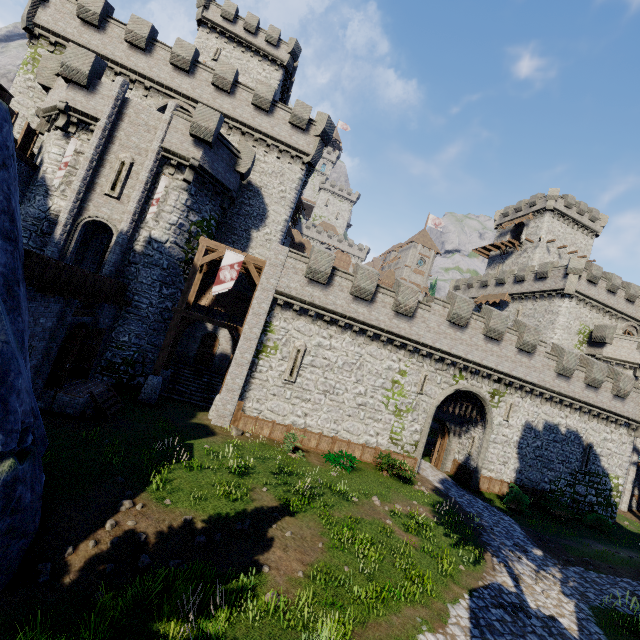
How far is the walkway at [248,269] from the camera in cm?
1922

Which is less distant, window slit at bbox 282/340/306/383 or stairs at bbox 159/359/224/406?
window slit at bbox 282/340/306/383

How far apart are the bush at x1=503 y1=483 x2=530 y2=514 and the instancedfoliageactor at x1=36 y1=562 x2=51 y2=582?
23.50m

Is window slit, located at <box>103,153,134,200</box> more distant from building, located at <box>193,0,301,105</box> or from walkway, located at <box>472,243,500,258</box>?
walkway, located at <box>472,243,500,258</box>

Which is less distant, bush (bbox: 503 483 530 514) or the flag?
the flag

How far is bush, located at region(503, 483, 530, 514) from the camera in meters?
20.5 m

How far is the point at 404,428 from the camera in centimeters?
2116cm

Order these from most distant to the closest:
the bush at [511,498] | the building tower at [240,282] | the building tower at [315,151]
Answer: the building tower at [240,282] < the building tower at [315,151] < the bush at [511,498]
